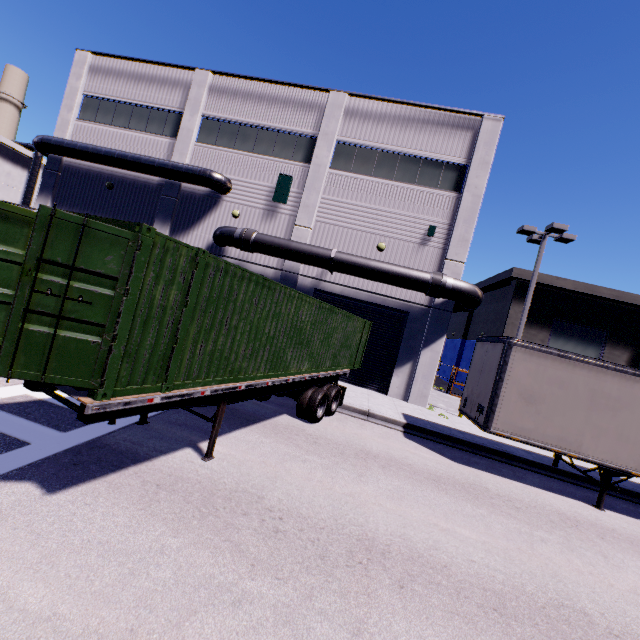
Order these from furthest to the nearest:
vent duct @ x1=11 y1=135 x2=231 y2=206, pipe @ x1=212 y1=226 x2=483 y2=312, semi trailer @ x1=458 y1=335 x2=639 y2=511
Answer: vent duct @ x1=11 y1=135 x2=231 y2=206 < pipe @ x1=212 y1=226 x2=483 y2=312 < semi trailer @ x1=458 y1=335 x2=639 y2=511

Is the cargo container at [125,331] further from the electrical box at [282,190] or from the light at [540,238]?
the electrical box at [282,190]

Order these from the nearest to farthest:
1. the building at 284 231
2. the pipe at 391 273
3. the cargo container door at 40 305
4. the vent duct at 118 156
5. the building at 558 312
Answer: the cargo container door at 40 305
the pipe at 391 273
the building at 284 231
the vent duct at 118 156
the building at 558 312

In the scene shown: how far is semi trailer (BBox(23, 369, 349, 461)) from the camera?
4.0 meters

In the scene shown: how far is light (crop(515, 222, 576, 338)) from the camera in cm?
1480

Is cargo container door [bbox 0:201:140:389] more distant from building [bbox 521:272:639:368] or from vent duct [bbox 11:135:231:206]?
vent duct [bbox 11:135:231:206]

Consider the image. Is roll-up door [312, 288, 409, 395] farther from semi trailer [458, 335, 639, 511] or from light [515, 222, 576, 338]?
light [515, 222, 576, 338]

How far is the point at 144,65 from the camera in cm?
1898
